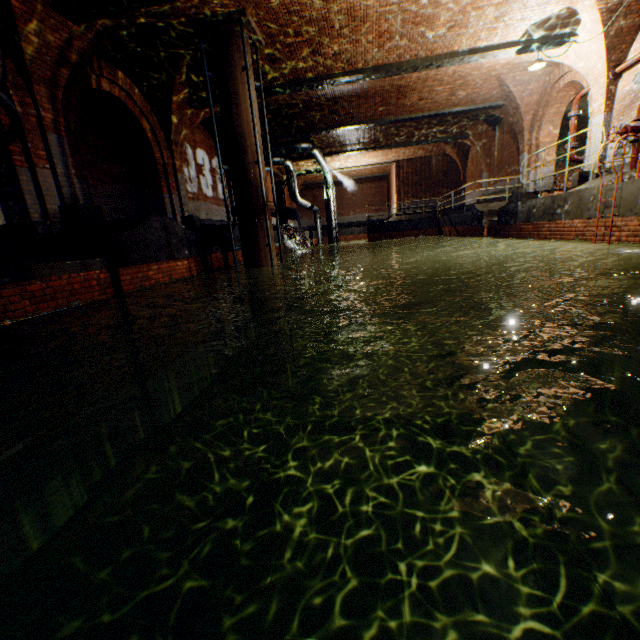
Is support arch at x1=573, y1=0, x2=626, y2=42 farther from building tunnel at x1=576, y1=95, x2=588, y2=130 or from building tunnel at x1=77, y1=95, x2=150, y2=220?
building tunnel at x1=77, y1=95, x2=150, y2=220

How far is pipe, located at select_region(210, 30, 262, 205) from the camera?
7.87m

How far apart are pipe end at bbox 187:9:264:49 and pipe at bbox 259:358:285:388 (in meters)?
8.44

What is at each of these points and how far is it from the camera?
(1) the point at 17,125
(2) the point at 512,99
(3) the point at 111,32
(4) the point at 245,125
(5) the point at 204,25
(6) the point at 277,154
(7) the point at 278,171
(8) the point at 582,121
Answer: (1) pipe railing, 3.2m
(2) support arch, 13.3m
(3) support arch, 7.4m
(4) pipe, 8.3m
(5) pipe end, 7.7m
(6) pipe, 17.6m
(7) support arch, 24.2m
(8) building tunnel, 17.1m

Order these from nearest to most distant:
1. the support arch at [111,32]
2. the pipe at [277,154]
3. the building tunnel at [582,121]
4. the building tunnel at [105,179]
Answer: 1. the support arch at [111,32]
2. the building tunnel at [105,179]
3. the building tunnel at [582,121]
4. the pipe at [277,154]

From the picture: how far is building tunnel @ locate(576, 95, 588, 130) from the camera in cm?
1524

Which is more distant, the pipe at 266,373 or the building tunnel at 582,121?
the building tunnel at 582,121

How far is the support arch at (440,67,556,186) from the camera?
12.4 meters
